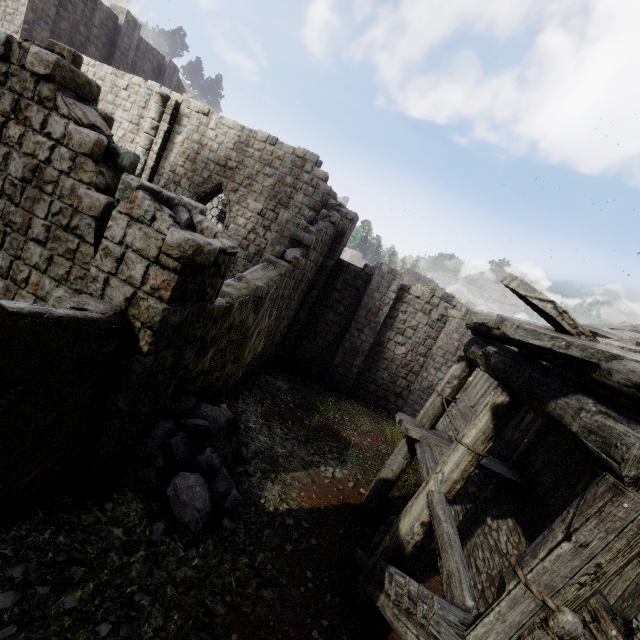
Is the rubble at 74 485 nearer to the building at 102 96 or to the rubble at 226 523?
the rubble at 226 523

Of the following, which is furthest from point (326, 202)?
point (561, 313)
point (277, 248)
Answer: point (561, 313)

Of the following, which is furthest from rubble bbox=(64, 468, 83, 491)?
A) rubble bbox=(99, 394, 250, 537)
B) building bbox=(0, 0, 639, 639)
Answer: building bbox=(0, 0, 639, 639)

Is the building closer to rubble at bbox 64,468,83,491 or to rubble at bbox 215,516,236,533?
rubble at bbox 215,516,236,533

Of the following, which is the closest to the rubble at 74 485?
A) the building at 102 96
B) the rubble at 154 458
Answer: the rubble at 154 458

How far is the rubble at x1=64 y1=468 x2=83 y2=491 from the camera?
4.95m

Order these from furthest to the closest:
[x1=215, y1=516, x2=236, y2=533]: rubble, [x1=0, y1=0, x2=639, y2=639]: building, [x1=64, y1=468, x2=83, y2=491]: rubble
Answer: [x1=215, y1=516, x2=236, y2=533]: rubble, [x1=64, y1=468, x2=83, y2=491]: rubble, [x1=0, y1=0, x2=639, y2=639]: building
